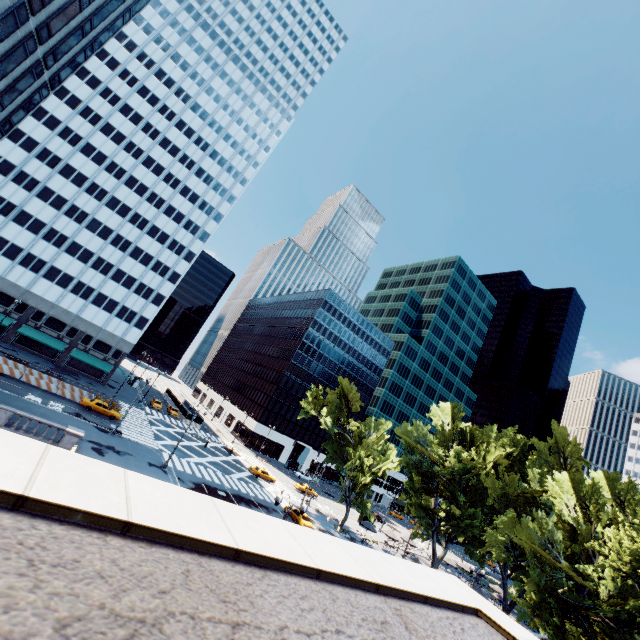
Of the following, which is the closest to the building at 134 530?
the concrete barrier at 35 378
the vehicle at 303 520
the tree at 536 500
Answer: the concrete barrier at 35 378

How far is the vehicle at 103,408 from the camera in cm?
4108

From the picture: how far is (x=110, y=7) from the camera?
29.7m

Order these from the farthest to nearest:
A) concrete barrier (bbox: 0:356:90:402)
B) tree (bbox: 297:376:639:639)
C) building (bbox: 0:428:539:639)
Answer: concrete barrier (bbox: 0:356:90:402)
tree (bbox: 297:376:639:639)
building (bbox: 0:428:539:639)

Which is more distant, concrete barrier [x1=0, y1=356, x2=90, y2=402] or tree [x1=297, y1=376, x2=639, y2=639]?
concrete barrier [x1=0, y1=356, x2=90, y2=402]

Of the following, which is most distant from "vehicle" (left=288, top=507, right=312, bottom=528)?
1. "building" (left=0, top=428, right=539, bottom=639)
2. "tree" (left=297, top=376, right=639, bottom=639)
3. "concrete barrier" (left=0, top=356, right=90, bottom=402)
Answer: "building" (left=0, top=428, right=539, bottom=639)

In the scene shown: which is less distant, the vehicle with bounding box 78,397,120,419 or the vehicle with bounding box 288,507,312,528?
the vehicle with bounding box 288,507,312,528

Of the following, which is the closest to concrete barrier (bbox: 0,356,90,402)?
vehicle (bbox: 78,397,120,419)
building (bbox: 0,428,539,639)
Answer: vehicle (bbox: 78,397,120,419)
